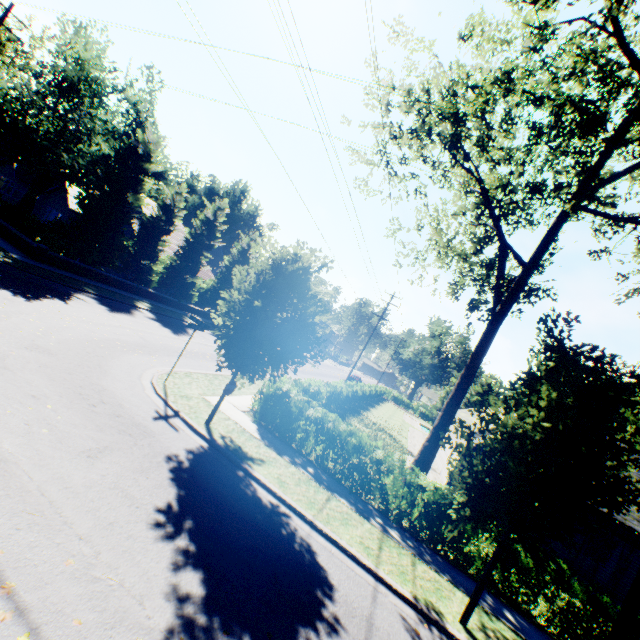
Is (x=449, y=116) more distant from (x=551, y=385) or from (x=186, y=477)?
(x=186, y=477)

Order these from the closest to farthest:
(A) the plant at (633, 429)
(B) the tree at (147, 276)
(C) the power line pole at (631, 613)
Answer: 1. (C) the power line pole at (631, 613)
2. (B) the tree at (147, 276)
3. (A) the plant at (633, 429)

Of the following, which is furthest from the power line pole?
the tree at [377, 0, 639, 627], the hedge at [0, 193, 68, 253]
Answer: the hedge at [0, 193, 68, 253]

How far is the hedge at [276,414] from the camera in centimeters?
981cm

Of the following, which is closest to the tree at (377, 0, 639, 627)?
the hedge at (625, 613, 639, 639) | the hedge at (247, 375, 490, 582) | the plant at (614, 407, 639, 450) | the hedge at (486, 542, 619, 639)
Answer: the plant at (614, 407, 639, 450)

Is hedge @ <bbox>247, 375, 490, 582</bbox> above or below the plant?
below

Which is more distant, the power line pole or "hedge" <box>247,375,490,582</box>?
"hedge" <box>247,375,490,582</box>

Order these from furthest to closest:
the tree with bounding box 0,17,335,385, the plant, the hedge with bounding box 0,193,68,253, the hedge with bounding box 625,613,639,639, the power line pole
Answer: the plant, the hedge with bounding box 0,193,68,253, the tree with bounding box 0,17,335,385, the hedge with bounding box 625,613,639,639, the power line pole
